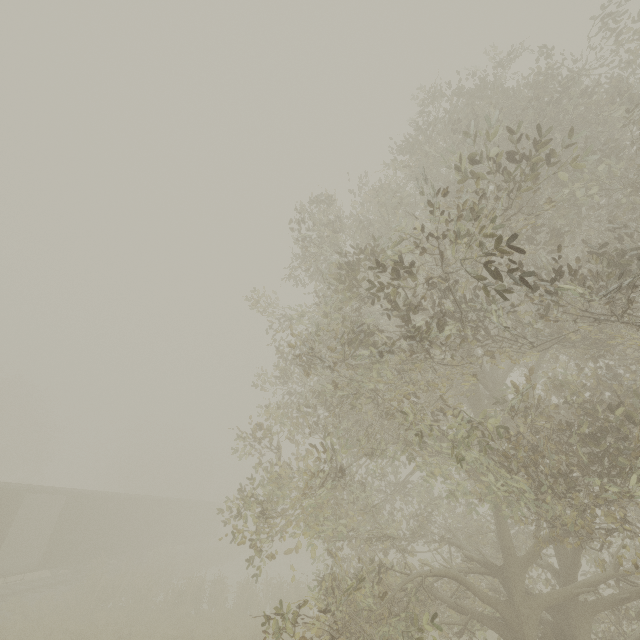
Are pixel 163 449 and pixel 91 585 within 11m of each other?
no

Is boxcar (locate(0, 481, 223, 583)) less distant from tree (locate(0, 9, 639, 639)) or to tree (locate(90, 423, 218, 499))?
tree (locate(0, 9, 639, 639))

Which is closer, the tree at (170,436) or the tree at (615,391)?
the tree at (615,391)

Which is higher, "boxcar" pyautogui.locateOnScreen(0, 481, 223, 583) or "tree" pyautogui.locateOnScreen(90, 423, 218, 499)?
"tree" pyautogui.locateOnScreen(90, 423, 218, 499)

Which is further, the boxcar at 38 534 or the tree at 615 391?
the boxcar at 38 534

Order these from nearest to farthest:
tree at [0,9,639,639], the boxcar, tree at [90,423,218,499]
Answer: tree at [0,9,639,639]
the boxcar
tree at [90,423,218,499]

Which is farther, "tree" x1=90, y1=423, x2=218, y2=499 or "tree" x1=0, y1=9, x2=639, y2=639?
"tree" x1=90, y1=423, x2=218, y2=499
